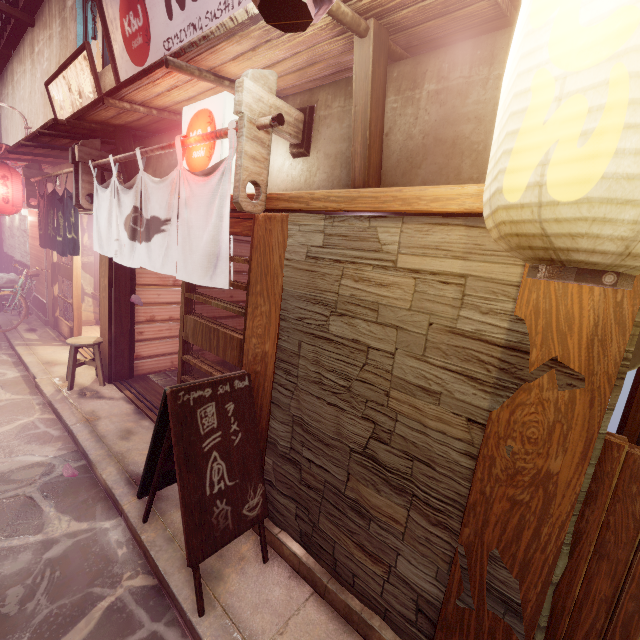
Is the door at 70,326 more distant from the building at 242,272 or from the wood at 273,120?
the wood at 273,120

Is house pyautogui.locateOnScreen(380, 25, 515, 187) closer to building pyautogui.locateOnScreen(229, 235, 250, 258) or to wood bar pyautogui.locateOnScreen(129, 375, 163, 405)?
building pyautogui.locateOnScreen(229, 235, 250, 258)

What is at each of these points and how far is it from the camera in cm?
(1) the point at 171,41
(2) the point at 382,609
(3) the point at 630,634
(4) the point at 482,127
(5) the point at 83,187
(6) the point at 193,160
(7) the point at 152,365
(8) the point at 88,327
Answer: (1) sign, 650
(2) house, 402
(3) stick, 275
(4) house, 335
(5) wood base, 841
(6) light, 538
(7) building, 1093
(8) building, 1523

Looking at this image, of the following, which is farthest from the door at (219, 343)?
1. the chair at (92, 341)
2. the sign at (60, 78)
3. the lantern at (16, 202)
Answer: the lantern at (16, 202)

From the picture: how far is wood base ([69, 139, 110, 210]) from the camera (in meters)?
8.26

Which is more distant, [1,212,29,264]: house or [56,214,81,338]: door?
[1,212,29,264]: house

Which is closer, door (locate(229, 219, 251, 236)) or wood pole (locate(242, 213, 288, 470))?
wood pole (locate(242, 213, 288, 470))

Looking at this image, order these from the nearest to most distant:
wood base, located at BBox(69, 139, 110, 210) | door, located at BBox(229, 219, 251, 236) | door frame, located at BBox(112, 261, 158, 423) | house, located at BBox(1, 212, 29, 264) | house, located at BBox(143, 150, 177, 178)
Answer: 1. door, located at BBox(229, 219, 251, 236)
2. house, located at BBox(143, 150, 177, 178)
3. wood base, located at BBox(69, 139, 110, 210)
4. door frame, located at BBox(112, 261, 158, 423)
5. house, located at BBox(1, 212, 29, 264)
